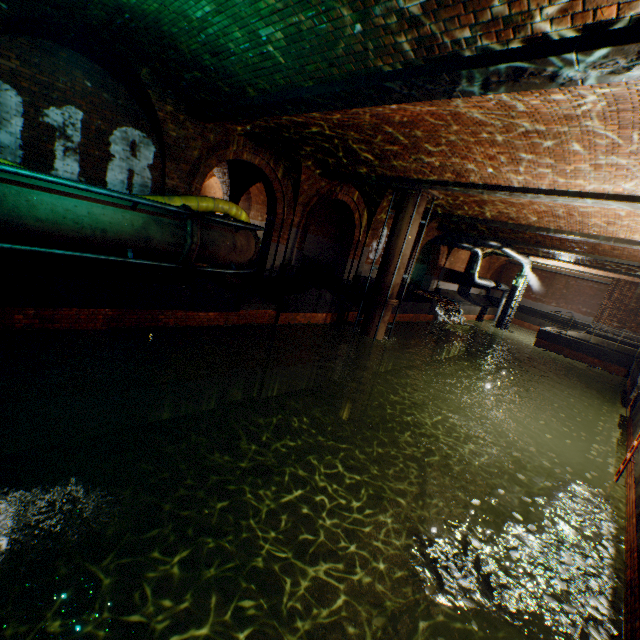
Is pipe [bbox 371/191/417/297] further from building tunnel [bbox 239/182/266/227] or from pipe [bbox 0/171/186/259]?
pipe [bbox 0/171/186/259]

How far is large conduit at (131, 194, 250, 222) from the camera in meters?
8.1 m

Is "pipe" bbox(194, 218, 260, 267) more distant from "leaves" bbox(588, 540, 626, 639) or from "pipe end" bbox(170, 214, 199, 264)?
"leaves" bbox(588, 540, 626, 639)

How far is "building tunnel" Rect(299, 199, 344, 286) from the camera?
17.5m

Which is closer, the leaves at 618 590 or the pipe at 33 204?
the leaves at 618 590

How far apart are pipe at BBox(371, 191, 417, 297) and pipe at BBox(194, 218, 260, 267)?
5.3m

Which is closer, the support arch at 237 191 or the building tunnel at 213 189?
the support arch at 237 191

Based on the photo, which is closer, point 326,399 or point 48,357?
point 48,357
